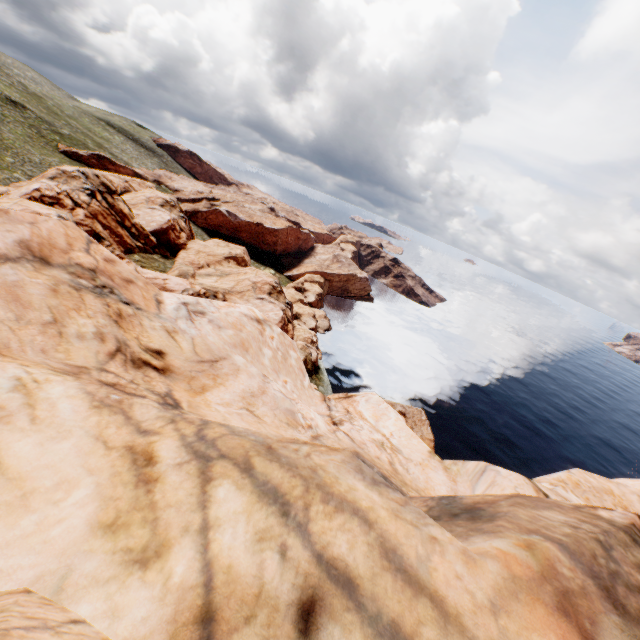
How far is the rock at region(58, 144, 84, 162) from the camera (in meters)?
57.56

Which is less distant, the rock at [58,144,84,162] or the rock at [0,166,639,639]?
the rock at [0,166,639,639]

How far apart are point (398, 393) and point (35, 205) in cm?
5174

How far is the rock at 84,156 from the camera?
57.6 meters

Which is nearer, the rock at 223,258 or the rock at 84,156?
the rock at 223,258
